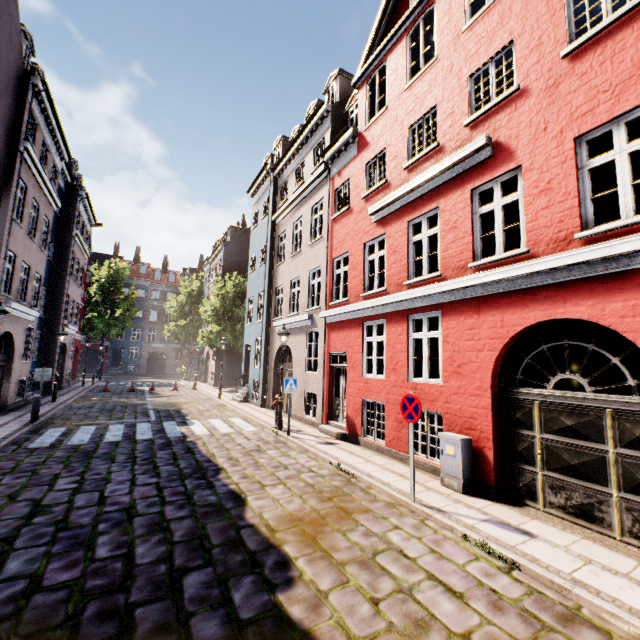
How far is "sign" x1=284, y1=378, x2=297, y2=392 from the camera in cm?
1088

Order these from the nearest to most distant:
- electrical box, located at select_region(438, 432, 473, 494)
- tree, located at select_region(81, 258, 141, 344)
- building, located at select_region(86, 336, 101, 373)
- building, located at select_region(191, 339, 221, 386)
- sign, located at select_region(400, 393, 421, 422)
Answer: sign, located at select_region(400, 393, 421, 422), electrical box, located at select_region(438, 432, 473, 494), building, located at select_region(191, 339, 221, 386), tree, located at select_region(81, 258, 141, 344), building, located at select_region(86, 336, 101, 373)

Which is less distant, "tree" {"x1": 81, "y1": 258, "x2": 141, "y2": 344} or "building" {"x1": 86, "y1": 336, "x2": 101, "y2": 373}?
"tree" {"x1": 81, "y1": 258, "x2": 141, "y2": 344}

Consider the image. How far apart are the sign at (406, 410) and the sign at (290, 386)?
5.4m

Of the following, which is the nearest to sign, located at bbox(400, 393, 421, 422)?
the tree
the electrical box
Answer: the electrical box

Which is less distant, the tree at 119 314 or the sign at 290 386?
the sign at 290 386

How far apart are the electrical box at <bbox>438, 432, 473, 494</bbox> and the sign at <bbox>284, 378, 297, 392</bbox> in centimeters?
537cm

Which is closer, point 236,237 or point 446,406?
point 446,406
